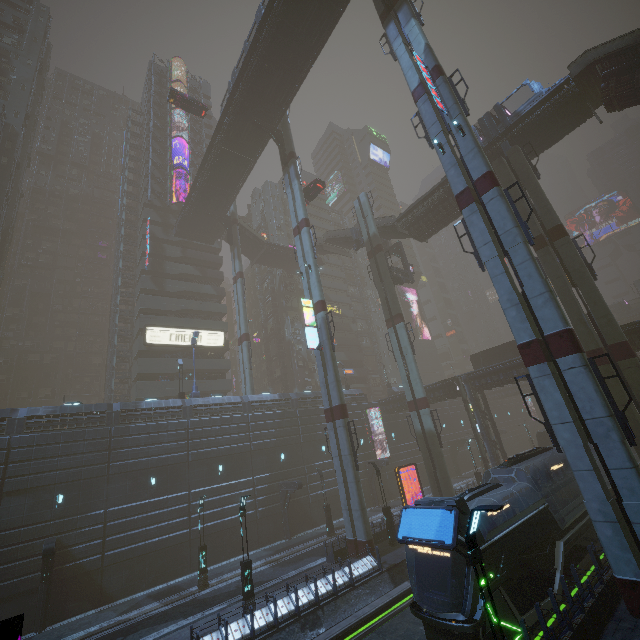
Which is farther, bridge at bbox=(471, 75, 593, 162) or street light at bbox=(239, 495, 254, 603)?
bridge at bbox=(471, 75, 593, 162)

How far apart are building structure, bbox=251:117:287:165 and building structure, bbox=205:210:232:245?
14.7 meters

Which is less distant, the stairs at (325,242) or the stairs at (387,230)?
the stairs at (387,230)

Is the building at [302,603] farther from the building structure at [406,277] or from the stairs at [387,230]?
the building structure at [406,277]

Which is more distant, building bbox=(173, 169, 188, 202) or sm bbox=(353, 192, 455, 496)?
building bbox=(173, 169, 188, 202)

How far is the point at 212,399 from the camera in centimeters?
3266cm

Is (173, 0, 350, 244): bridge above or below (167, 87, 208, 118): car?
below

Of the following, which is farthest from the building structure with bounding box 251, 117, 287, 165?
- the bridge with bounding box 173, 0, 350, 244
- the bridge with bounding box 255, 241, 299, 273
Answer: the bridge with bounding box 255, 241, 299, 273
